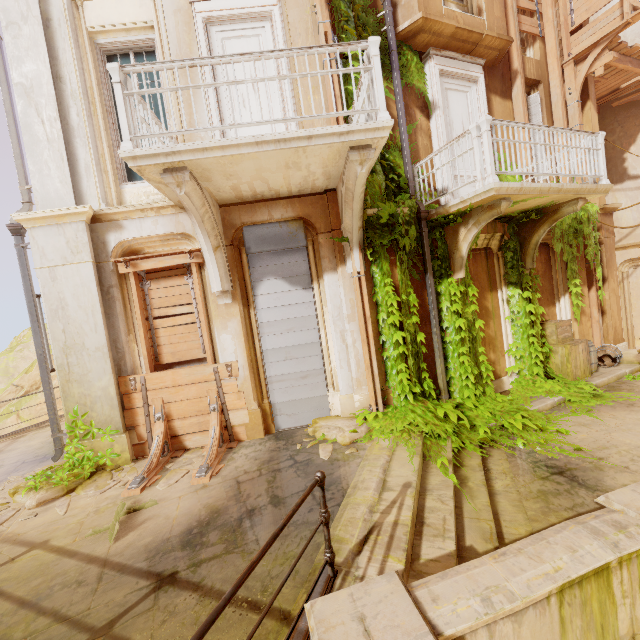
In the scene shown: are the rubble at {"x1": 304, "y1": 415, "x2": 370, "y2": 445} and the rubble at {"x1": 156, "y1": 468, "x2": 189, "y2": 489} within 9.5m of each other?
yes

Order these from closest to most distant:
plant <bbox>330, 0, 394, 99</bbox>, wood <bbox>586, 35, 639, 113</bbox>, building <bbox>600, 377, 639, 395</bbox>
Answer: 1. plant <bbox>330, 0, 394, 99</bbox>
2. building <bbox>600, 377, 639, 395</bbox>
3. wood <bbox>586, 35, 639, 113</bbox>

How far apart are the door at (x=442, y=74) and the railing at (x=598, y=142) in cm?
69

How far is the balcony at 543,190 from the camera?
5.49m

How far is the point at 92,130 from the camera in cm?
593

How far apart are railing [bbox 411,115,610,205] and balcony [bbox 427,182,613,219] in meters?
0.0 m

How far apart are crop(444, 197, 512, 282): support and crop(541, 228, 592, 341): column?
3.7m

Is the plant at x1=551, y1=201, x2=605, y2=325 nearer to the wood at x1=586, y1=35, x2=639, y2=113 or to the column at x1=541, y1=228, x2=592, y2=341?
the column at x1=541, y1=228, x2=592, y2=341
